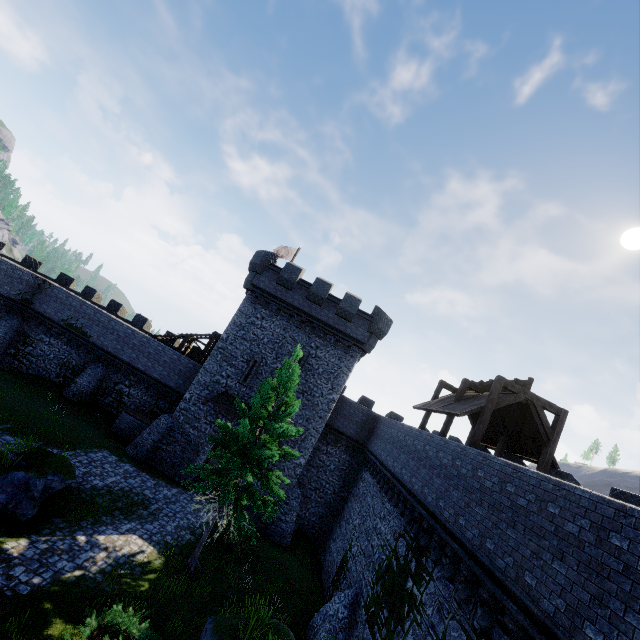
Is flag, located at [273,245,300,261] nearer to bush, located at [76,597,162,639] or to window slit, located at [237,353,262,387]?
window slit, located at [237,353,262,387]

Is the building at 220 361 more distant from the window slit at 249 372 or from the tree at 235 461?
the tree at 235 461

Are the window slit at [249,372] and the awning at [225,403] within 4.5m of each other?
yes

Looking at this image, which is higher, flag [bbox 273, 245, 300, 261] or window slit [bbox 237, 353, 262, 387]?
flag [bbox 273, 245, 300, 261]

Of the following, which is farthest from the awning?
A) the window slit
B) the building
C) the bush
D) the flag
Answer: the flag

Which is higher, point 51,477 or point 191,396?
point 191,396

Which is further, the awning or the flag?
the flag

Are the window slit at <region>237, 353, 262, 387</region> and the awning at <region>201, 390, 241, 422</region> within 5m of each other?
yes
